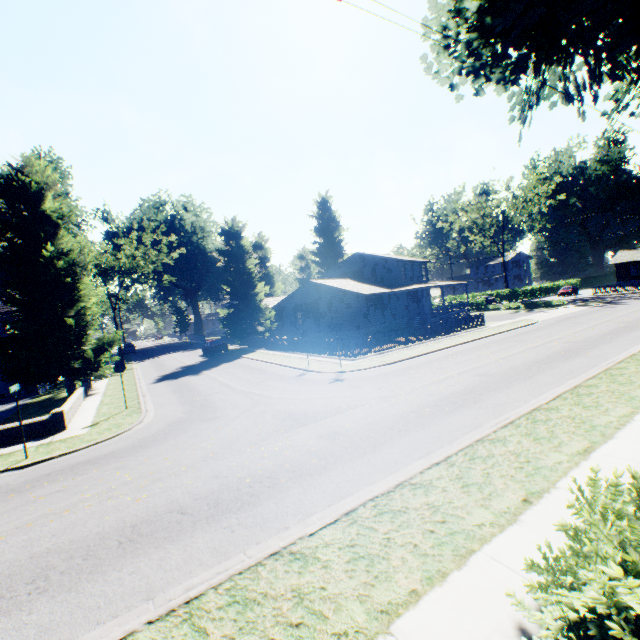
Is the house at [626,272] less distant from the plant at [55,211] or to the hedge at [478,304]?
the hedge at [478,304]

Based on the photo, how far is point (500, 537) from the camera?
4.7 meters

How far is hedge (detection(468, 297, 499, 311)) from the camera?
44.75m

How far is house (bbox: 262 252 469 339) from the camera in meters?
31.9

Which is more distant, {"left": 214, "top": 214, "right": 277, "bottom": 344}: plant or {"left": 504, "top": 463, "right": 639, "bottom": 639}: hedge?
{"left": 214, "top": 214, "right": 277, "bottom": 344}: plant

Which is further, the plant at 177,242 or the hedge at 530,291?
the hedge at 530,291

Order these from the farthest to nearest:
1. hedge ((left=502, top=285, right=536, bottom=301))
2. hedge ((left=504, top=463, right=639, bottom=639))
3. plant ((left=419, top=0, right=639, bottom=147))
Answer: hedge ((left=502, top=285, right=536, bottom=301)) → plant ((left=419, top=0, right=639, bottom=147)) → hedge ((left=504, top=463, right=639, bottom=639))

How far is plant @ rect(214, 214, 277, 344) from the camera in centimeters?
3712cm
